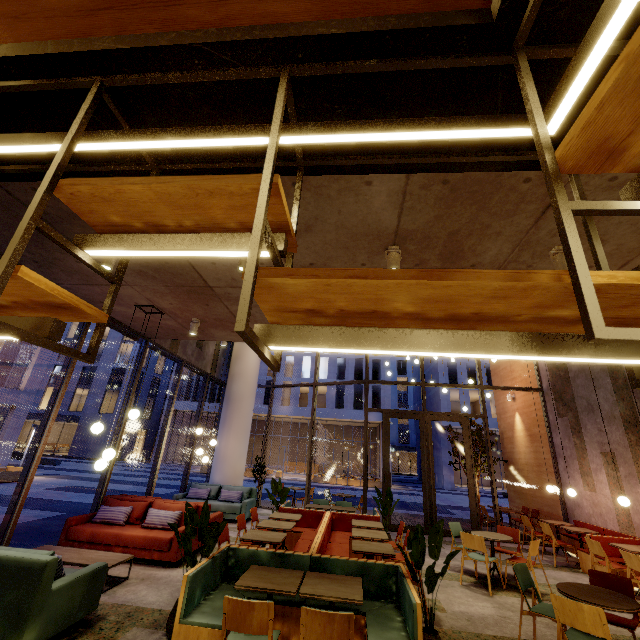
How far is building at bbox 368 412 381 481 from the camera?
33.88m

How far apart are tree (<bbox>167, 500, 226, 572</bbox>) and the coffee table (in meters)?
1.65

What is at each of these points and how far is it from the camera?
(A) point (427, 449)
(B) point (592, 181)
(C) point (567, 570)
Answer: (A) door, 10.6 meters
(B) building, 3.0 meters
(C) building, 7.3 meters

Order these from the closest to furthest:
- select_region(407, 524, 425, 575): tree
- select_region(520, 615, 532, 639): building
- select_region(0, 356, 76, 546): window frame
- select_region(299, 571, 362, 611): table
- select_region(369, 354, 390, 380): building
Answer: select_region(299, 571, 362, 611): table → select_region(407, 524, 425, 575): tree → select_region(520, 615, 532, 639): building → select_region(0, 356, 76, 546): window frame → select_region(369, 354, 390, 380): building

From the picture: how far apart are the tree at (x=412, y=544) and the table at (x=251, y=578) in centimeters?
58cm

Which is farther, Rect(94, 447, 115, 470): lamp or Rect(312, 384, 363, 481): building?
Rect(312, 384, 363, 481): building

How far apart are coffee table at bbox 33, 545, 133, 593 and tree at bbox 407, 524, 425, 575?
4.21m

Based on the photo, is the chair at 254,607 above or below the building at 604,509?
below
